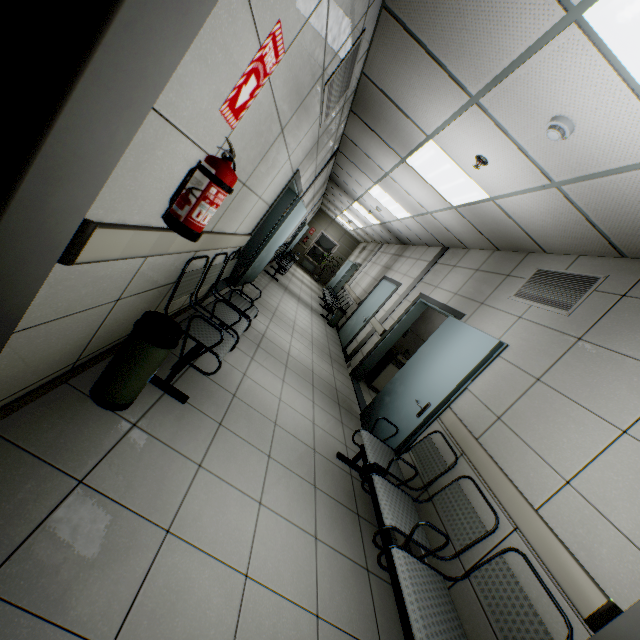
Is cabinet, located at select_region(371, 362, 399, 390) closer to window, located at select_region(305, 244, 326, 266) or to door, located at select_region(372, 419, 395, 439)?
door, located at select_region(372, 419, 395, 439)

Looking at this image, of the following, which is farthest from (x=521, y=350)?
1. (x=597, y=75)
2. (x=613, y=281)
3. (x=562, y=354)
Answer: (x=597, y=75)

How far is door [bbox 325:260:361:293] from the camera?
15.08m

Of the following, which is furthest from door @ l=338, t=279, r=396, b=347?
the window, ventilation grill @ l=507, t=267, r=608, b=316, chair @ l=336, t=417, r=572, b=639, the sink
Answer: the window

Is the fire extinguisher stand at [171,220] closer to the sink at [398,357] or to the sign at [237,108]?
the sign at [237,108]

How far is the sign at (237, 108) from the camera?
1.39m

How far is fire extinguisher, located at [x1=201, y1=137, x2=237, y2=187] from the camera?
1.50m

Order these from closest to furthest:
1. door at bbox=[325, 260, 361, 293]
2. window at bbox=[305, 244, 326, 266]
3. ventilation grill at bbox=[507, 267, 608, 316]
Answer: ventilation grill at bbox=[507, 267, 608, 316] < door at bbox=[325, 260, 361, 293] < window at bbox=[305, 244, 326, 266]
